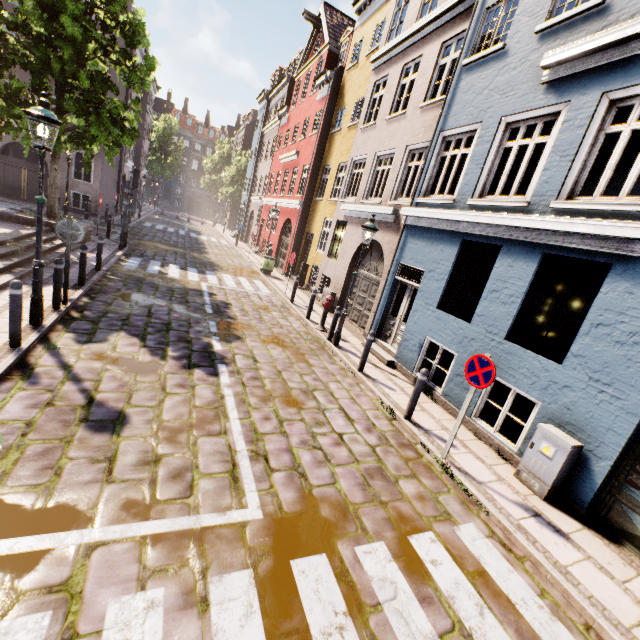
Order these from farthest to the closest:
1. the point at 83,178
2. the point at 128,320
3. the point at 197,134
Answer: the point at 197,134
the point at 83,178
the point at 128,320

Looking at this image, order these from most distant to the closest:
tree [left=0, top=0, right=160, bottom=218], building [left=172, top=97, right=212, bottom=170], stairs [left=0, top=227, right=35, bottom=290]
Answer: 1. building [left=172, top=97, right=212, bottom=170]
2. tree [left=0, top=0, right=160, bottom=218]
3. stairs [left=0, top=227, right=35, bottom=290]

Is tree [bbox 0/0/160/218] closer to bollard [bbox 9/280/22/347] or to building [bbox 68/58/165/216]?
building [bbox 68/58/165/216]

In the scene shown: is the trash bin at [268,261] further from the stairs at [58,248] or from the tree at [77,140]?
the stairs at [58,248]

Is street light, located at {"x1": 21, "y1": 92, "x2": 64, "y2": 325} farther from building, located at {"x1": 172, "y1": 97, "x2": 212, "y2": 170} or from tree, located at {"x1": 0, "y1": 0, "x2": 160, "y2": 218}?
building, located at {"x1": 172, "y1": 97, "x2": 212, "y2": 170}

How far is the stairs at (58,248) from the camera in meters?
9.9 m

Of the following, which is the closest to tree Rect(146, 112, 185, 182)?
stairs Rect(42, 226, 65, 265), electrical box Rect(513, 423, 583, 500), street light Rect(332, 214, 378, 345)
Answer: stairs Rect(42, 226, 65, 265)

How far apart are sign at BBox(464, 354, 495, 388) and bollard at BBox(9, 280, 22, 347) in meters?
7.2 m
